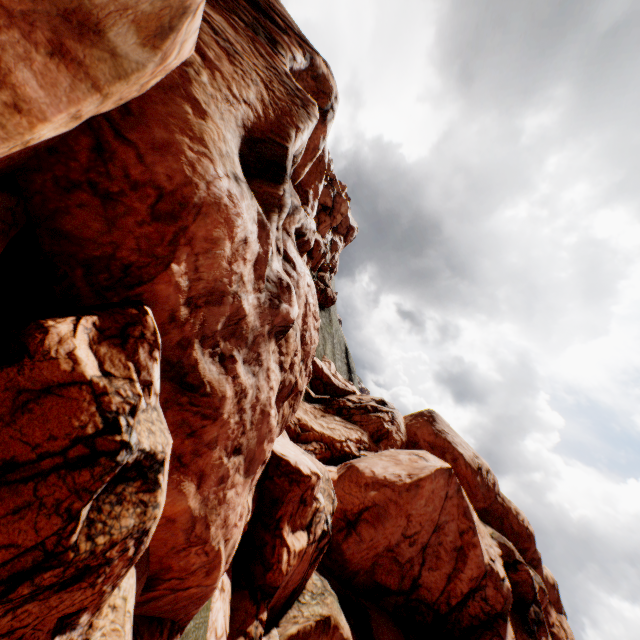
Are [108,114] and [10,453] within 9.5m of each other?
yes
